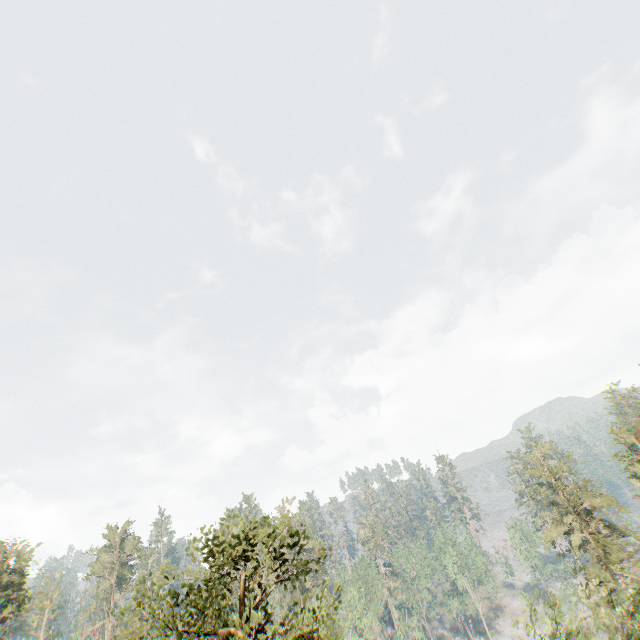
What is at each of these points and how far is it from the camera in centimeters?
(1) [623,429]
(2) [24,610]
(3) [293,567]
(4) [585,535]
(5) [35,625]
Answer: (1) foliage, 4206cm
(2) foliage, 2886cm
(3) foliage, 5700cm
(4) foliage, 3734cm
(5) foliage, 5894cm

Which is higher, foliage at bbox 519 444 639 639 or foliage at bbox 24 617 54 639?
foliage at bbox 24 617 54 639

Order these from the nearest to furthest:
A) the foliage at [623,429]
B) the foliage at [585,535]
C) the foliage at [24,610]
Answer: the foliage at [585,535] → the foliage at [24,610] → the foliage at [623,429]

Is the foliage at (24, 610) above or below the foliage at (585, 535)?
above

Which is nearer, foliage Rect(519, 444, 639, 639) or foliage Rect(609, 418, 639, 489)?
foliage Rect(519, 444, 639, 639)

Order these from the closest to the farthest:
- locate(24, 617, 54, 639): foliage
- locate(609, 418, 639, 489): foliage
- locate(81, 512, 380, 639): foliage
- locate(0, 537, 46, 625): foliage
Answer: locate(81, 512, 380, 639): foliage < locate(0, 537, 46, 625): foliage < locate(609, 418, 639, 489): foliage < locate(24, 617, 54, 639): foliage
